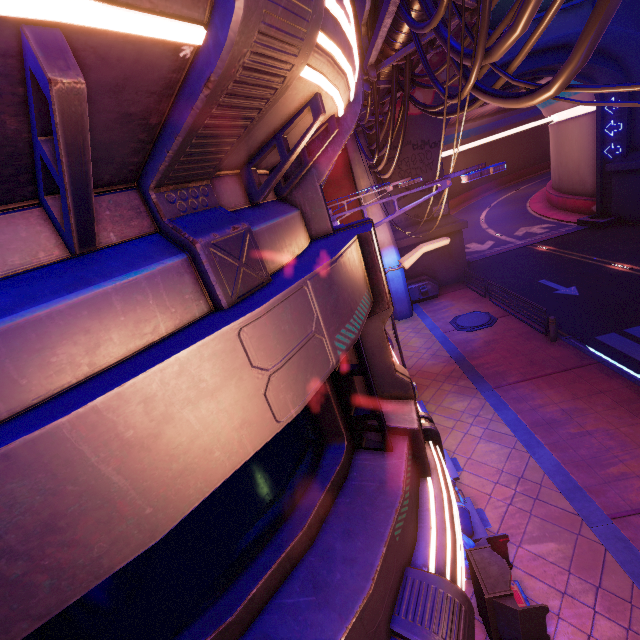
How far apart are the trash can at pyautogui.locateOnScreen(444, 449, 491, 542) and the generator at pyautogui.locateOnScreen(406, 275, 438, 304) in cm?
1358

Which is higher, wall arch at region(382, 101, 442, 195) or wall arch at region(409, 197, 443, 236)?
wall arch at region(382, 101, 442, 195)

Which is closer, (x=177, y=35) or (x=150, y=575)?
(x=177, y=35)

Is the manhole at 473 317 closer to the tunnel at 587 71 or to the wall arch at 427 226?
the wall arch at 427 226

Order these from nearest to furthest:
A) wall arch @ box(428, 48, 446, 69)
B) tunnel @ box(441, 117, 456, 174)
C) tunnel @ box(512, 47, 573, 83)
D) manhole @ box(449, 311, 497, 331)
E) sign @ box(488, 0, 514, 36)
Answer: manhole @ box(449, 311, 497, 331)
sign @ box(488, 0, 514, 36)
wall arch @ box(428, 48, 446, 69)
tunnel @ box(512, 47, 573, 83)
tunnel @ box(441, 117, 456, 174)

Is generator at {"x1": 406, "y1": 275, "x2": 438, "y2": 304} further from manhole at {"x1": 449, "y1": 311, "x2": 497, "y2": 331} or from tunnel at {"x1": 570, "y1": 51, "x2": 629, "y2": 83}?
tunnel at {"x1": 570, "y1": 51, "x2": 629, "y2": 83}

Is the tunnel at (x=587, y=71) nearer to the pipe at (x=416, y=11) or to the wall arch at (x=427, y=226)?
the wall arch at (x=427, y=226)

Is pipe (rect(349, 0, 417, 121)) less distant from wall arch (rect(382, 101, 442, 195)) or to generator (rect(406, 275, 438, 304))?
wall arch (rect(382, 101, 442, 195))
